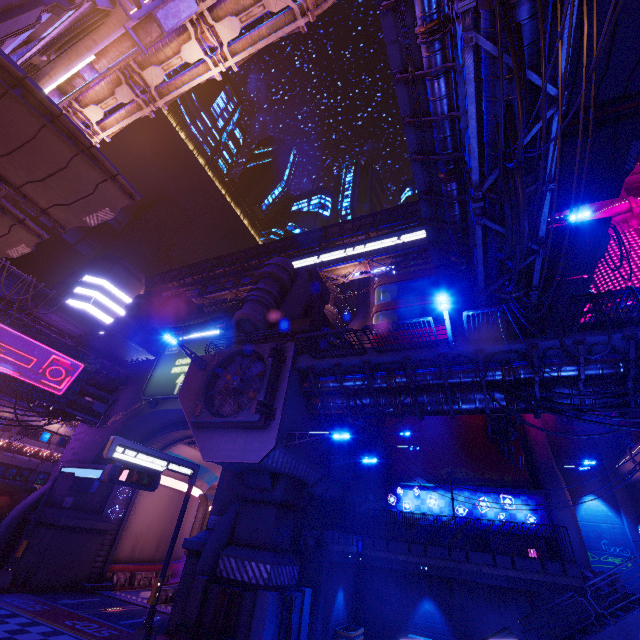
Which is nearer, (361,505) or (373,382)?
(373,382)

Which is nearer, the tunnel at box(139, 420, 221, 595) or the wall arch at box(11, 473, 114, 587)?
the wall arch at box(11, 473, 114, 587)

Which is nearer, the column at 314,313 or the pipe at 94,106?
the pipe at 94,106

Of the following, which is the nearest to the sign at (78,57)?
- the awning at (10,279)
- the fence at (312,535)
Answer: the awning at (10,279)

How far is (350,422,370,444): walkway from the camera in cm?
2689

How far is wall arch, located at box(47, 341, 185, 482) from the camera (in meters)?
26.38

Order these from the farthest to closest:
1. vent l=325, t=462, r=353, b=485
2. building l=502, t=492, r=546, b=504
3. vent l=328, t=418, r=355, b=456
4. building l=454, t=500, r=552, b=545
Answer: building l=502, t=492, r=546, b=504, building l=454, t=500, r=552, b=545, vent l=328, t=418, r=355, b=456, vent l=325, t=462, r=353, b=485

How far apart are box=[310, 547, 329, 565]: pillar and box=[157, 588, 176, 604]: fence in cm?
1317
